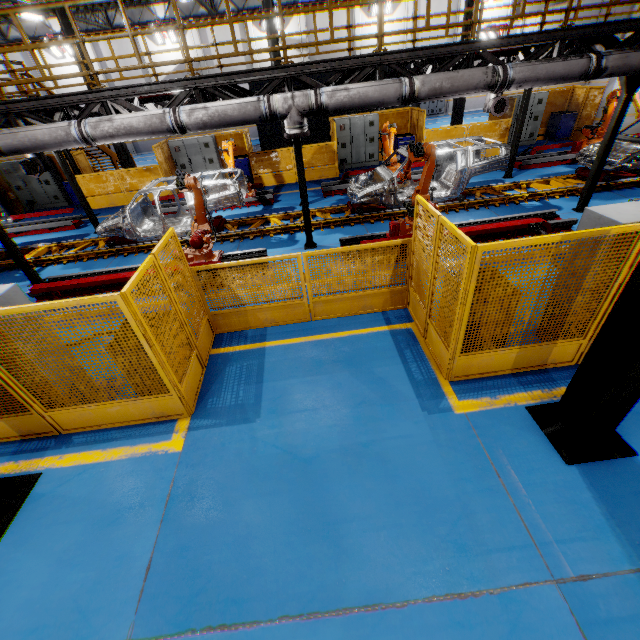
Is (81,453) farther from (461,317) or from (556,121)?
(556,121)

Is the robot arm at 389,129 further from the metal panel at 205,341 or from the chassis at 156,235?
the metal panel at 205,341

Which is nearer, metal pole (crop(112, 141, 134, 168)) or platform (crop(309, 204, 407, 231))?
platform (crop(309, 204, 407, 231))

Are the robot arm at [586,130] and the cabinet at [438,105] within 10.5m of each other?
no

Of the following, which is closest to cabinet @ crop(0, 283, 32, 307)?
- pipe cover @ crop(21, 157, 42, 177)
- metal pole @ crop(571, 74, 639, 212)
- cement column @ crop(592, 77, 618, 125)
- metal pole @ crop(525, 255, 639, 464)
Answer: metal pole @ crop(525, 255, 639, 464)

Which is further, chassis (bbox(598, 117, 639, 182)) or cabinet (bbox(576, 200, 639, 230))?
chassis (bbox(598, 117, 639, 182))

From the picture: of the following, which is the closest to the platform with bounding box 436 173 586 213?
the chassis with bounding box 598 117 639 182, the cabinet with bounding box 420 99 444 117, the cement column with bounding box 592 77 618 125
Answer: the chassis with bounding box 598 117 639 182

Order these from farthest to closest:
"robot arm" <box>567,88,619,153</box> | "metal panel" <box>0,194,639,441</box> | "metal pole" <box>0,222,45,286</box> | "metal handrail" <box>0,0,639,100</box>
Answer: "robot arm" <box>567,88,619,153</box>
"metal pole" <box>0,222,45,286</box>
"metal handrail" <box>0,0,639,100</box>
"metal panel" <box>0,194,639,441</box>
